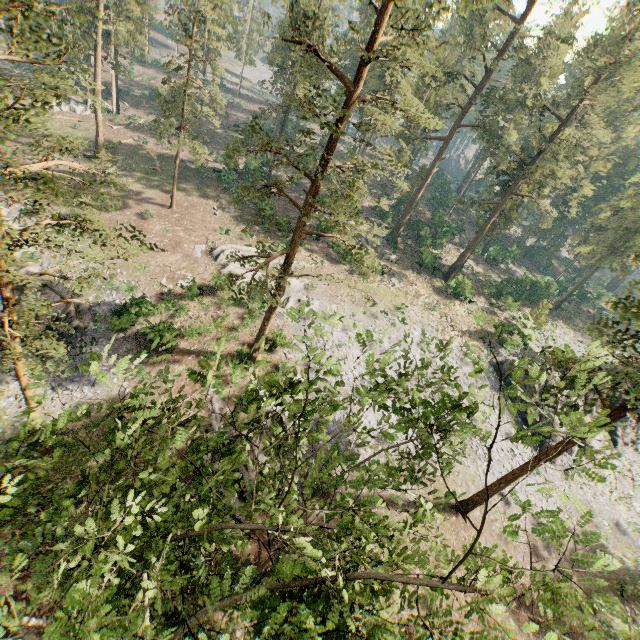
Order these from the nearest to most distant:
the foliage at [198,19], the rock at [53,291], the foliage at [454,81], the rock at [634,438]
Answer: the foliage at [454,81]
the rock at [53,291]
the foliage at [198,19]
the rock at [634,438]

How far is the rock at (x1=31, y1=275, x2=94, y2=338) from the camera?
23.3 meters

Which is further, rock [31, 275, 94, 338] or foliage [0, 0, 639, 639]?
rock [31, 275, 94, 338]

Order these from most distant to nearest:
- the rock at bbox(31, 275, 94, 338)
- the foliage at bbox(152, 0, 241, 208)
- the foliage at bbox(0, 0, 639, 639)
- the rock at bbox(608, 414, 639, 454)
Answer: the rock at bbox(608, 414, 639, 454) → the foliage at bbox(152, 0, 241, 208) → the rock at bbox(31, 275, 94, 338) → the foliage at bbox(0, 0, 639, 639)

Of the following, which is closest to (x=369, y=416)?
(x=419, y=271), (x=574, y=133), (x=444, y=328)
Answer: (x=444, y=328)

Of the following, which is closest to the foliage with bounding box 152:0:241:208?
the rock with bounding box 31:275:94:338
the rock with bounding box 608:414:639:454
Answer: the rock with bounding box 608:414:639:454

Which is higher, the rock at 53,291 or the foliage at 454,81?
the foliage at 454,81
